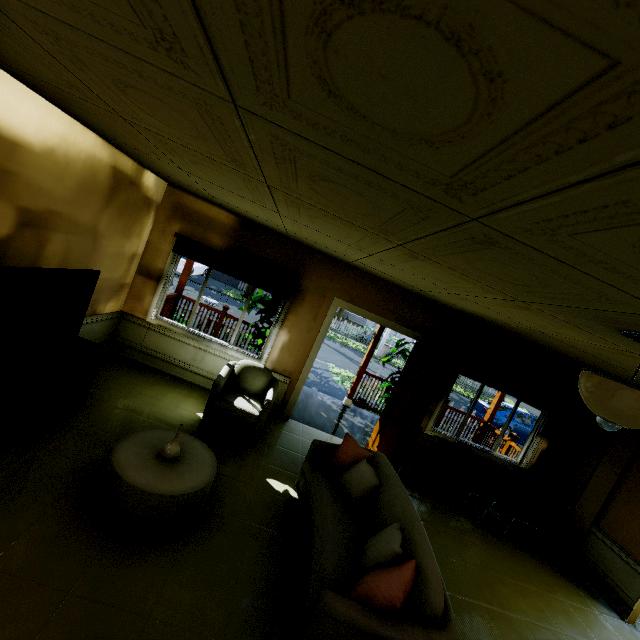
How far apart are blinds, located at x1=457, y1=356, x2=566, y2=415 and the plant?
2.9m

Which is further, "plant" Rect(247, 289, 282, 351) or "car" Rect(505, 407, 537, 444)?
"car" Rect(505, 407, 537, 444)

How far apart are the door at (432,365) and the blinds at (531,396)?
0.74m

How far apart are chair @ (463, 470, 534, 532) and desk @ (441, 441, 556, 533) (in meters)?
0.14

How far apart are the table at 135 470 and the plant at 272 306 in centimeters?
249cm

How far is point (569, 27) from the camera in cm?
45

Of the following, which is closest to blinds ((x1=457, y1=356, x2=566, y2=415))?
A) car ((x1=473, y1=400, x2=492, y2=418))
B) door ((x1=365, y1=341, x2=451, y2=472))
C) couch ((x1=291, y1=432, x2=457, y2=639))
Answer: door ((x1=365, y1=341, x2=451, y2=472))

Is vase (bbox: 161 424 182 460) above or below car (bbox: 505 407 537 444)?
above
